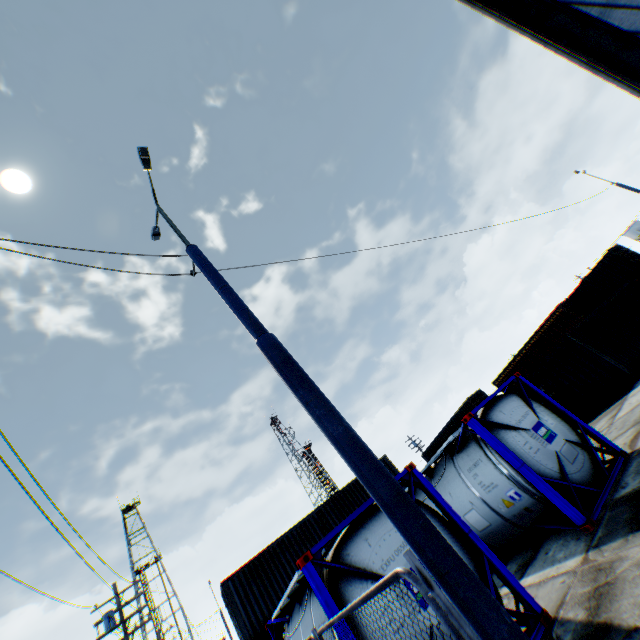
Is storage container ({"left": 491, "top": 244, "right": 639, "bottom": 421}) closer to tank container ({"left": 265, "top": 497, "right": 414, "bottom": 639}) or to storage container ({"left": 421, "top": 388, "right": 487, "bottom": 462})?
tank container ({"left": 265, "top": 497, "right": 414, "bottom": 639})

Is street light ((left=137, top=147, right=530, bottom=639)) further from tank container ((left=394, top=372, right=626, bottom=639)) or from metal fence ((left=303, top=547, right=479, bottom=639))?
tank container ((left=394, top=372, right=626, bottom=639))

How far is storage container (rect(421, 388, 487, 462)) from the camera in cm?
3278

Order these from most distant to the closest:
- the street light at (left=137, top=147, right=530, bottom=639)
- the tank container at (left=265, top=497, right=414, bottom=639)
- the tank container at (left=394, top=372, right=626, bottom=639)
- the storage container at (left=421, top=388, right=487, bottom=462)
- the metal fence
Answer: the storage container at (left=421, top=388, right=487, bottom=462) < the tank container at (left=394, top=372, right=626, bottom=639) < the tank container at (left=265, top=497, right=414, bottom=639) < the street light at (left=137, top=147, right=530, bottom=639) < the metal fence

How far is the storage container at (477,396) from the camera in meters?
32.8

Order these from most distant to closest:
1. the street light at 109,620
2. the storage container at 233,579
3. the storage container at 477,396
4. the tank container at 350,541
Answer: the storage container at 477,396 < the street light at 109,620 < the storage container at 233,579 < the tank container at 350,541

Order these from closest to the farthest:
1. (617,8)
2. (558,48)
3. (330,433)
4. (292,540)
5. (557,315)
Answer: (330,433)
(617,8)
(558,48)
(292,540)
(557,315)

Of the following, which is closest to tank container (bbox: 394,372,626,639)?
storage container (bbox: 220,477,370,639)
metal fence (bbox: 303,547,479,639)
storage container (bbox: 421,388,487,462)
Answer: metal fence (bbox: 303,547,479,639)
